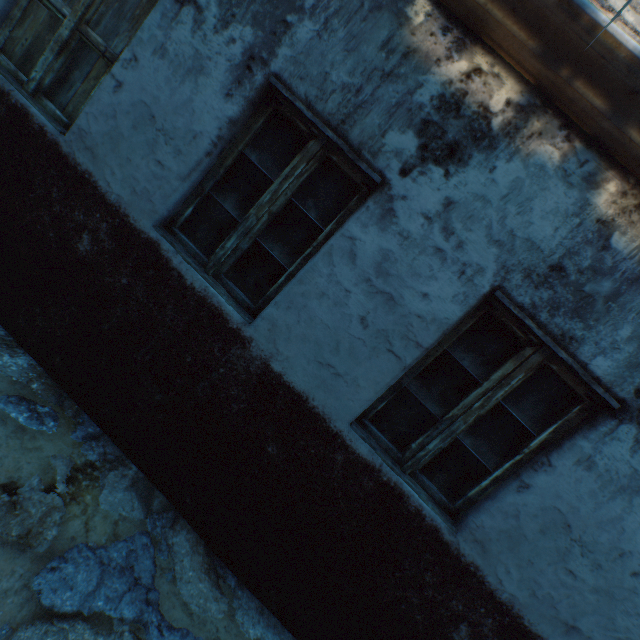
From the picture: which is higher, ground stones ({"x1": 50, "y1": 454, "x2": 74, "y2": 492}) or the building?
the building

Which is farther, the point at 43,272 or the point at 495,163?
the point at 43,272

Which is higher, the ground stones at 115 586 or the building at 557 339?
the building at 557 339

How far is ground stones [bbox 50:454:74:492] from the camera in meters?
2.0 m

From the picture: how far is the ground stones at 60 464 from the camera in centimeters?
204cm
